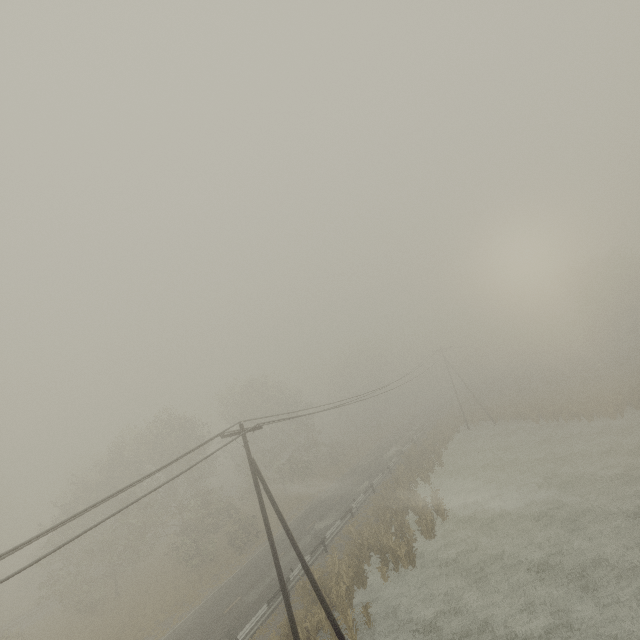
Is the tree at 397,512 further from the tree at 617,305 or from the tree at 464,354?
the tree at 617,305

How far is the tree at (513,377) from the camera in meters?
53.5

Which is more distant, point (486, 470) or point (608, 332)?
point (608, 332)

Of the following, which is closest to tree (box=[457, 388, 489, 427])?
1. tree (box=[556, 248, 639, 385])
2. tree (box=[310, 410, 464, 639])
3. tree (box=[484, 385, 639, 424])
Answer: tree (box=[484, 385, 639, 424])

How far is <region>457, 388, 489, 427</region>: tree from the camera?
47.16m

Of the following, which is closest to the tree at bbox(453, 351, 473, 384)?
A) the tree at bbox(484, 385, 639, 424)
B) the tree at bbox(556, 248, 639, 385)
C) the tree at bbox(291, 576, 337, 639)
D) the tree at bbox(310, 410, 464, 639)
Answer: the tree at bbox(484, 385, 639, 424)

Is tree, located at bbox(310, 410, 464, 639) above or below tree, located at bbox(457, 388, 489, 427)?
below

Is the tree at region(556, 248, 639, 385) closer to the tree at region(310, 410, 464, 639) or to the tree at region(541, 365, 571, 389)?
the tree at region(541, 365, 571, 389)
